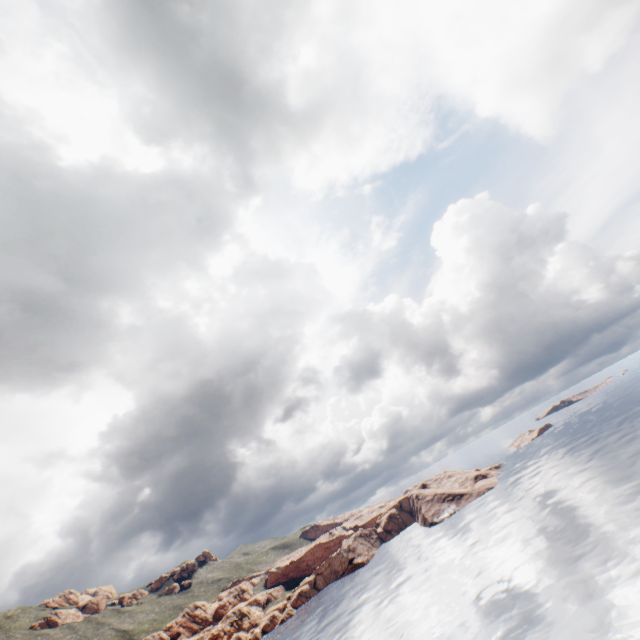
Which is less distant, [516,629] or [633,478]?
[516,629]
